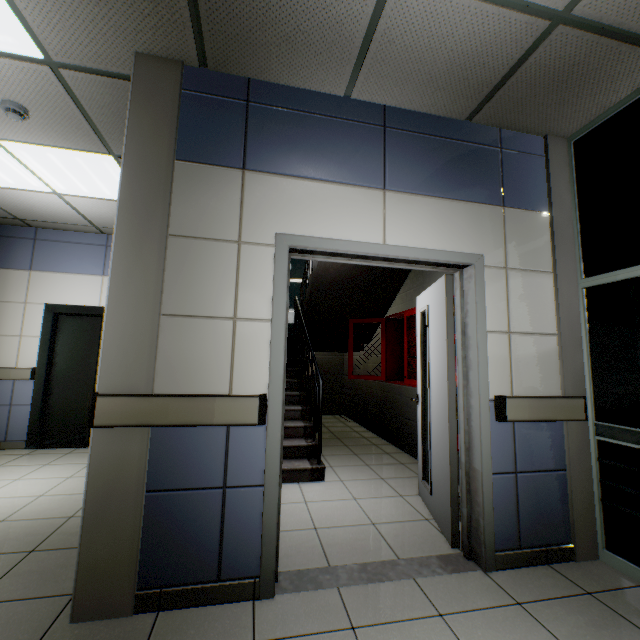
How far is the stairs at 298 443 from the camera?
3.6m

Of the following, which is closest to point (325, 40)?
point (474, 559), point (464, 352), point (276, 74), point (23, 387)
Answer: point (276, 74)

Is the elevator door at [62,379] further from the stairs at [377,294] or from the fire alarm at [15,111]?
the fire alarm at [15,111]

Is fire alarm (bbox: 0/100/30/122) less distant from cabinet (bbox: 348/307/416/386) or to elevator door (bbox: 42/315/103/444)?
elevator door (bbox: 42/315/103/444)

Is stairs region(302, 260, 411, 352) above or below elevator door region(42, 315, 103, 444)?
above

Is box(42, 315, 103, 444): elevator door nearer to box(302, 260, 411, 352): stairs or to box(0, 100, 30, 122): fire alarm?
box(302, 260, 411, 352): stairs

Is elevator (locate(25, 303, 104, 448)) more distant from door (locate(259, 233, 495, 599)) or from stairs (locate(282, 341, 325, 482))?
door (locate(259, 233, 495, 599))

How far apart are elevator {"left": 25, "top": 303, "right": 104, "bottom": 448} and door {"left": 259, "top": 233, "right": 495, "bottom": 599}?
3.4 meters
